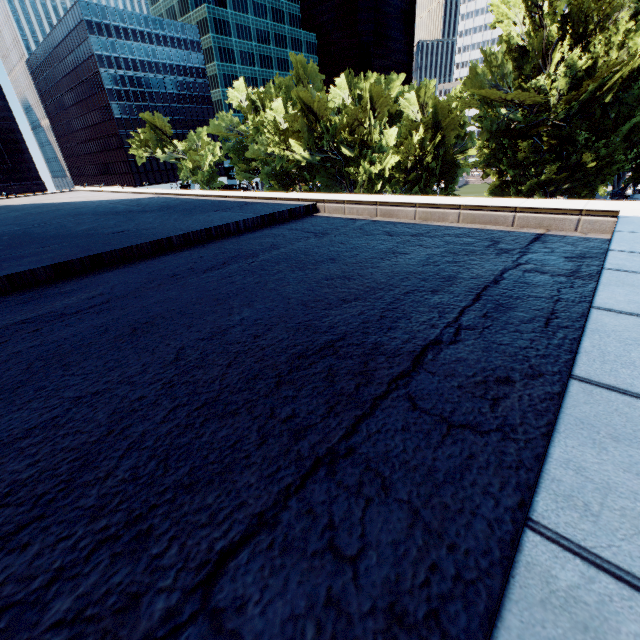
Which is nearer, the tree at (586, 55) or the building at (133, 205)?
the building at (133, 205)

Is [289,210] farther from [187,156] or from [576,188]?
[187,156]

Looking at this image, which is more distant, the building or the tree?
the tree
